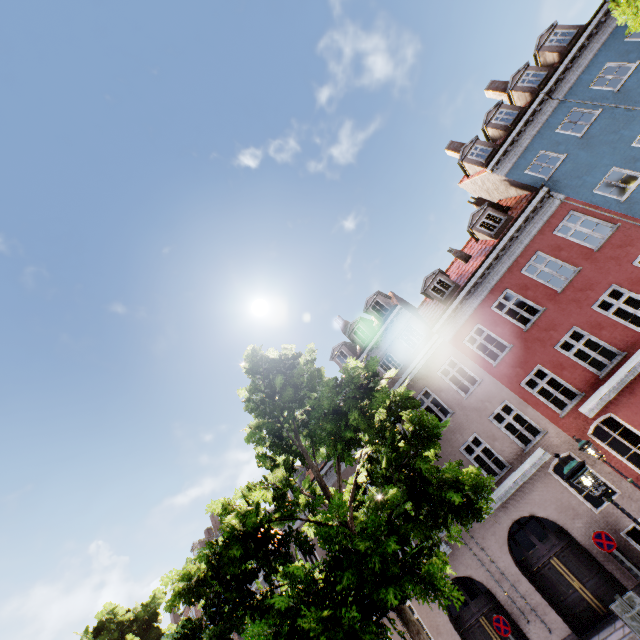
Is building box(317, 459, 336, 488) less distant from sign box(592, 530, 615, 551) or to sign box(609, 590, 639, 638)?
sign box(592, 530, 615, 551)

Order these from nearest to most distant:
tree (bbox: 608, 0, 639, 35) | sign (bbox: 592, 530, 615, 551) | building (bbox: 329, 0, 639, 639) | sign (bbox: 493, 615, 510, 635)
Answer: tree (bbox: 608, 0, 639, 35) < sign (bbox: 592, 530, 615, 551) < sign (bbox: 493, 615, 510, 635) < building (bbox: 329, 0, 639, 639)

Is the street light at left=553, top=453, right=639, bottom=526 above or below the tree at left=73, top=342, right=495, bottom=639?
below

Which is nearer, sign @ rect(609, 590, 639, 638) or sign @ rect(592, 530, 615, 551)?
sign @ rect(609, 590, 639, 638)

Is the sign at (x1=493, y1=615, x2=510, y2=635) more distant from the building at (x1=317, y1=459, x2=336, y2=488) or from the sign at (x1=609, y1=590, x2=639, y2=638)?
the sign at (x1=609, y1=590, x2=639, y2=638)

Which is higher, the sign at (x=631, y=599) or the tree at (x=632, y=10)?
the tree at (x=632, y=10)

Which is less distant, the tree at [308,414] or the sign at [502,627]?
the tree at [308,414]

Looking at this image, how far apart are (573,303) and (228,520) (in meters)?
14.48
